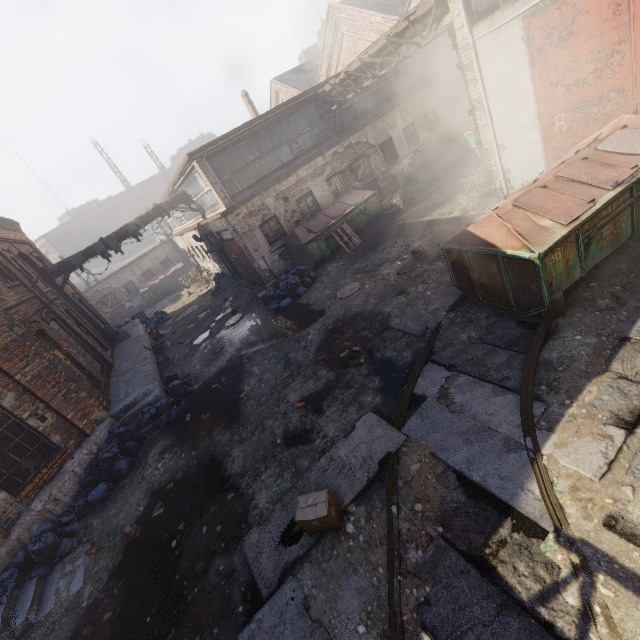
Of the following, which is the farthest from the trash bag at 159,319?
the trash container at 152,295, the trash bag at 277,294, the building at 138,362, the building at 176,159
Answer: the building at 176,159

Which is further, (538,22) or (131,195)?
(131,195)

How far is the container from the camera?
14.27m

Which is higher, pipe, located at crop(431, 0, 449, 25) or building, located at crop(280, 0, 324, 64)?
building, located at crop(280, 0, 324, 64)

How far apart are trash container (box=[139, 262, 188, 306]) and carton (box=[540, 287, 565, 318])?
27.78m

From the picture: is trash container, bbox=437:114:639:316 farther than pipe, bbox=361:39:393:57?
No

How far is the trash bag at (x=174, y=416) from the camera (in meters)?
9.26

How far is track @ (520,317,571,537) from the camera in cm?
345
